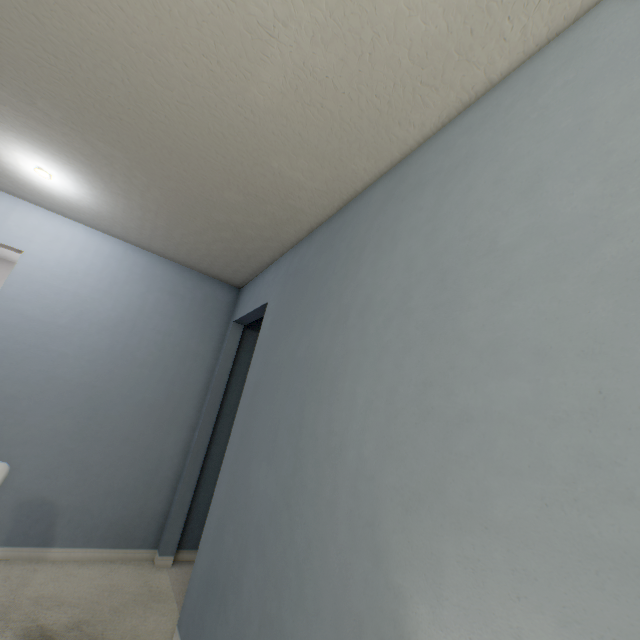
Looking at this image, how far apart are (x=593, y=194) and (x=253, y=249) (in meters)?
2.21
